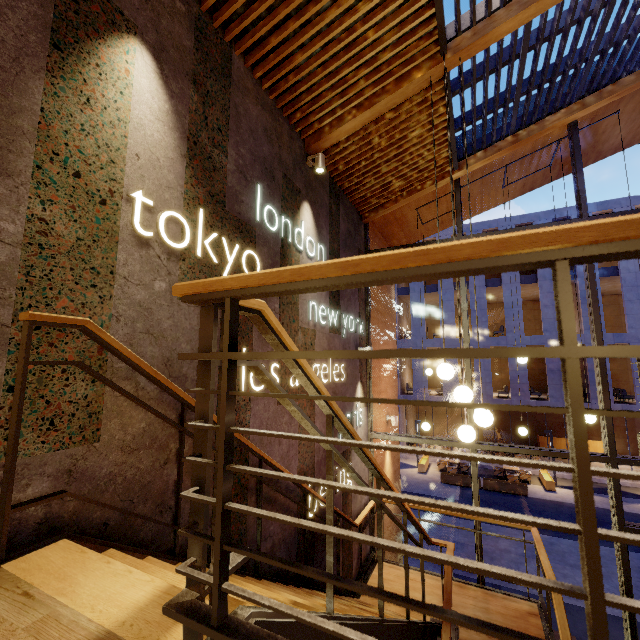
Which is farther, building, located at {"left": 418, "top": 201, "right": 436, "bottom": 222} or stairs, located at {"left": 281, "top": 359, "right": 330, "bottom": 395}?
building, located at {"left": 418, "top": 201, "right": 436, "bottom": 222}

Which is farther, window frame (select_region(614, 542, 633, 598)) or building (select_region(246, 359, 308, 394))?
window frame (select_region(614, 542, 633, 598))

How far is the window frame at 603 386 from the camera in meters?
5.2 m

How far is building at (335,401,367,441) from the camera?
5.6m

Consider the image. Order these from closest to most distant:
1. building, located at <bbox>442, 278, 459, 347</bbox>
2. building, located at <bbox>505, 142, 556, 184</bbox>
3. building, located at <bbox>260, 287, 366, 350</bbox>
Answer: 1. building, located at <bbox>260, 287, 366, 350</bbox>
2. building, located at <bbox>505, 142, 556, 184</bbox>
3. building, located at <bbox>442, 278, 459, 347</bbox>

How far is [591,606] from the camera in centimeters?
52cm

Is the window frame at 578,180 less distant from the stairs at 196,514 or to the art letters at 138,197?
the stairs at 196,514

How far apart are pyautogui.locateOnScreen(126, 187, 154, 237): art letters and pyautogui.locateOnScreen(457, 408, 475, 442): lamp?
2.1 meters
